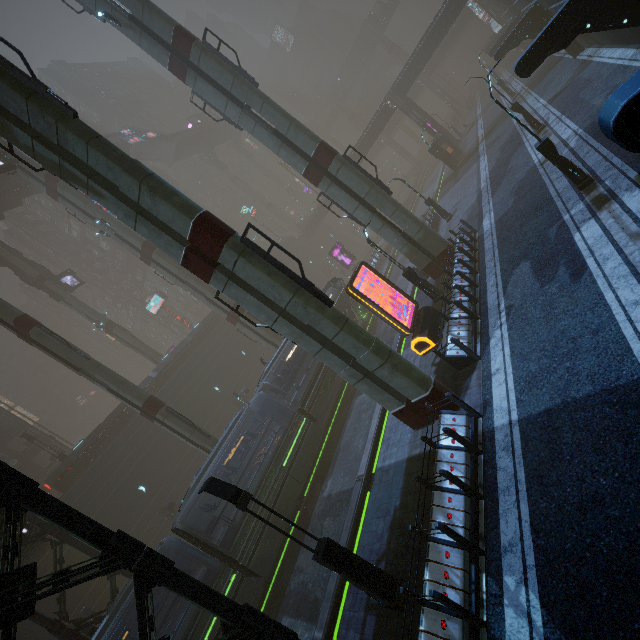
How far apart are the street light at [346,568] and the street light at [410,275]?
12.68m

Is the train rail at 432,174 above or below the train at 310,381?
below

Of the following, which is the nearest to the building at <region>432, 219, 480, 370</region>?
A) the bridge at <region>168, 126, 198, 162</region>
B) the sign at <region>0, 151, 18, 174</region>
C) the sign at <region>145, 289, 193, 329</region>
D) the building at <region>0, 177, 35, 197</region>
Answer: the bridge at <region>168, 126, 198, 162</region>

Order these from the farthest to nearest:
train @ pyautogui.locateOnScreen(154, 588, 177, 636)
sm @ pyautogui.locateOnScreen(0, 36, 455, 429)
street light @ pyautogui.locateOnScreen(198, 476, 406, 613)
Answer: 1. train @ pyautogui.locateOnScreen(154, 588, 177, 636)
2. sm @ pyautogui.locateOnScreen(0, 36, 455, 429)
3. street light @ pyautogui.locateOnScreen(198, 476, 406, 613)

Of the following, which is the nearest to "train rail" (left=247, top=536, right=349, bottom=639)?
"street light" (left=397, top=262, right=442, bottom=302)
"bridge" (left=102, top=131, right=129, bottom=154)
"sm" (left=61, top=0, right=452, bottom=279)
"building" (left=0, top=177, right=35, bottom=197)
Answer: "sm" (left=61, top=0, right=452, bottom=279)

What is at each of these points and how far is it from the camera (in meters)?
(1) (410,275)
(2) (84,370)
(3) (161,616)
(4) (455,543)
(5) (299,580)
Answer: (1) street light, 17.12
(2) sm, 20.53
(3) train, 12.51
(4) building, 7.16
(5) train rail, 14.33

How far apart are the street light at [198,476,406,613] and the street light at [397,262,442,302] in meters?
12.7 m

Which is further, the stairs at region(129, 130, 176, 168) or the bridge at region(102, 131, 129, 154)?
the stairs at region(129, 130, 176, 168)
